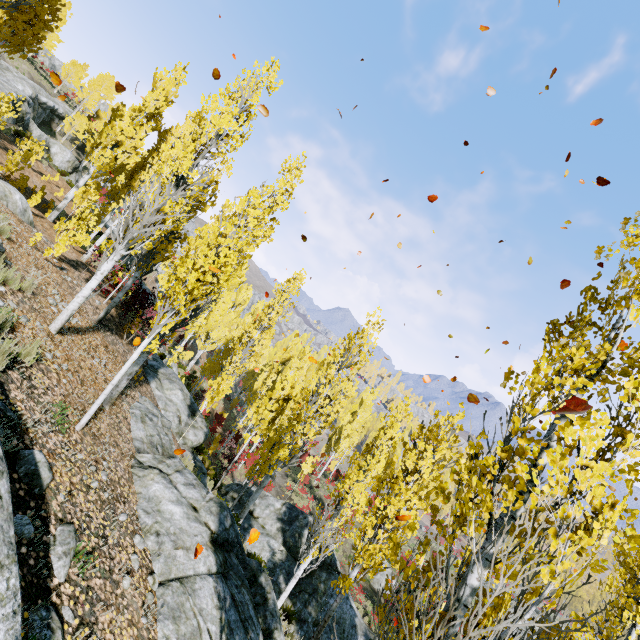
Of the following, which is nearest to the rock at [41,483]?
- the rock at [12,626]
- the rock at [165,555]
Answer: the rock at [12,626]

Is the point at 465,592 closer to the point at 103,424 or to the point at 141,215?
the point at 103,424

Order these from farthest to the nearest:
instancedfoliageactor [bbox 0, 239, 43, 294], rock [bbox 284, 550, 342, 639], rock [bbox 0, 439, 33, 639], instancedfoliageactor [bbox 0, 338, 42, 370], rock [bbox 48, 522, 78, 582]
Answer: rock [bbox 284, 550, 342, 639] → instancedfoliageactor [bbox 0, 239, 43, 294] → instancedfoliageactor [bbox 0, 338, 42, 370] → rock [bbox 48, 522, 78, 582] → rock [bbox 0, 439, 33, 639]

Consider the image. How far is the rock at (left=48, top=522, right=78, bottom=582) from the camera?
3.6m

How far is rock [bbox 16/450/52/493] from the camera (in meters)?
3.86

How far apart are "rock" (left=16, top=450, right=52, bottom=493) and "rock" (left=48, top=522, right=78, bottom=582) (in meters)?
0.47

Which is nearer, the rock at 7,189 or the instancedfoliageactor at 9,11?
the instancedfoliageactor at 9,11

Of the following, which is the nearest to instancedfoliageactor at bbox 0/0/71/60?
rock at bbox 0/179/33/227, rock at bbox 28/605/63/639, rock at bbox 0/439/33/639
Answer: rock at bbox 0/439/33/639
